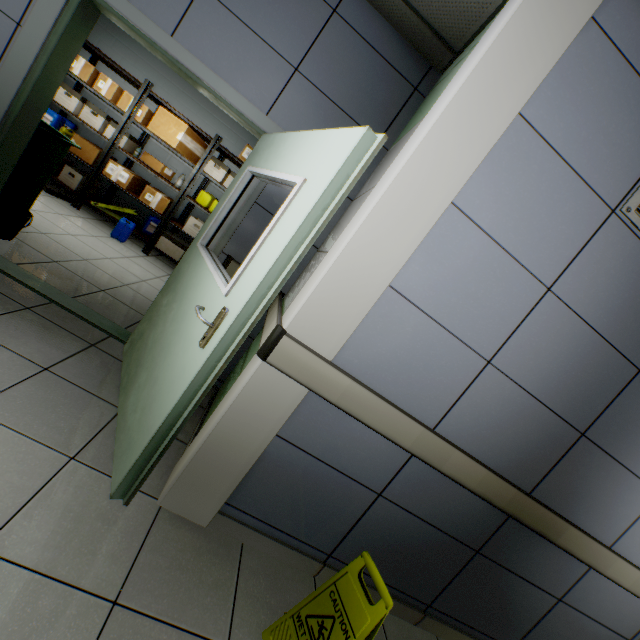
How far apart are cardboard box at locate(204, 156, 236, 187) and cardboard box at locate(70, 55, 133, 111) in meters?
1.6 m

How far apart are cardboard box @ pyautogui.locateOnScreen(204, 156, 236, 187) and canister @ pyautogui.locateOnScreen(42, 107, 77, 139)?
2.2m

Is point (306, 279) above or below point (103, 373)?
above

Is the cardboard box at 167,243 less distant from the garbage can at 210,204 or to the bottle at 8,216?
the garbage can at 210,204

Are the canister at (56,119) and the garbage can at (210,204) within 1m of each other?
no

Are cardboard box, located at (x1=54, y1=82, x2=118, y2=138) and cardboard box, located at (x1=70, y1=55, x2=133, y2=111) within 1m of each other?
yes

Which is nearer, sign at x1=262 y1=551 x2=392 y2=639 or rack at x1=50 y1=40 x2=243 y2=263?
sign at x1=262 y1=551 x2=392 y2=639

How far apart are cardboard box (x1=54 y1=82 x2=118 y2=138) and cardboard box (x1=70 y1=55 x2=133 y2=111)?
0.26m
